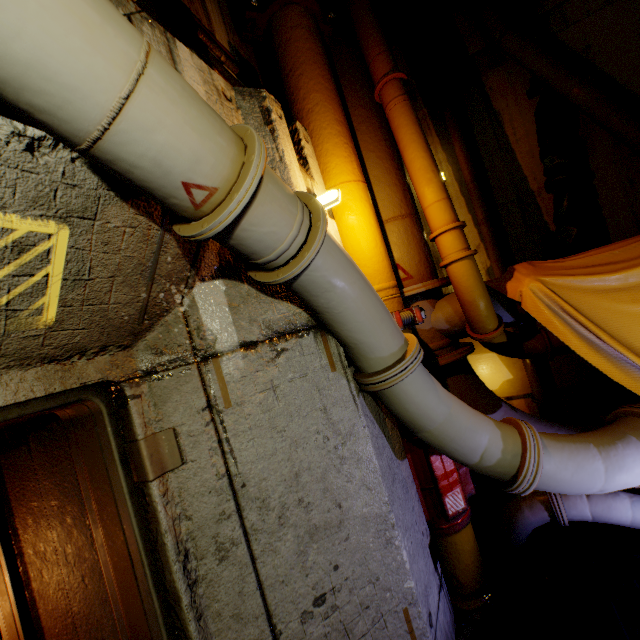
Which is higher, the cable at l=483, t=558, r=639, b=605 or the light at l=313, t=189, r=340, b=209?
the light at l=313, t=189, r=340, b=209

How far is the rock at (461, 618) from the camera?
2.3 meters

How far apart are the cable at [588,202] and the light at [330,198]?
2.9 meters

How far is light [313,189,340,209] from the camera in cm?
223

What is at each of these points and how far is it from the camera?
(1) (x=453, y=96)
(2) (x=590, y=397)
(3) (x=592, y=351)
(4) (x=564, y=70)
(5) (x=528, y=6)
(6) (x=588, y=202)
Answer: (1) pipe, 3.9 meters
(2) cable, 3.7 meters
(3) cloth, 2.5 meters
(4) pipe, 3.4 meters
(5) cable, 3.7 meters
(6) cable, 3.6 meters

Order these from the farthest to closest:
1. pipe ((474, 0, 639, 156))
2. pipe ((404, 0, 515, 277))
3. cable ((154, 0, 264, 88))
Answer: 1. pipe ((404, 0, 515, 277))
2. pipe ((474, 0, 639, 156))
3. cable ((154, 0, 264, 88))

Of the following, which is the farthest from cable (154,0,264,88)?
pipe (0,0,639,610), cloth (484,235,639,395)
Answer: cloth (484,235,639,395)

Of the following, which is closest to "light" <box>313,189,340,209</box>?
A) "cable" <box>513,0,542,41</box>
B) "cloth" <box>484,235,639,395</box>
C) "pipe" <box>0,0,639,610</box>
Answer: "pipe" <box>0,0,639,610</box>
